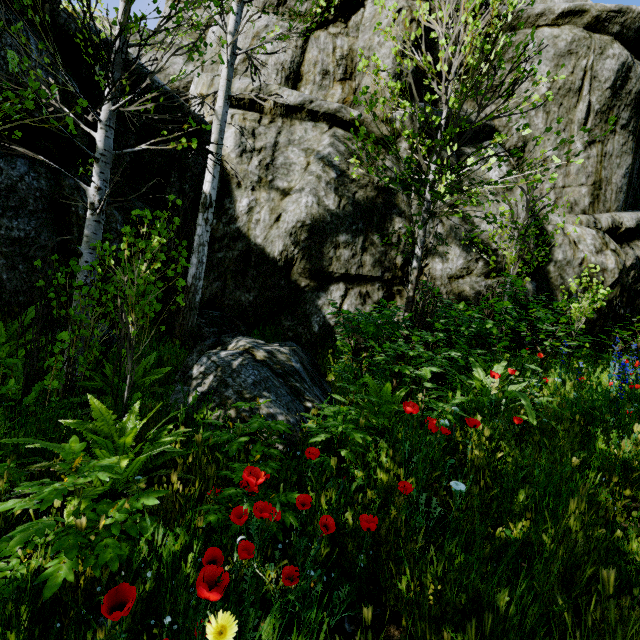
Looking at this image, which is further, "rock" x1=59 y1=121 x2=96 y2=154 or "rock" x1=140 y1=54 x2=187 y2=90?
"rock" x1=140 y1=54 x2=187 y2=90

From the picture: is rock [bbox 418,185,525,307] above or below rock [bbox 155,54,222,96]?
below

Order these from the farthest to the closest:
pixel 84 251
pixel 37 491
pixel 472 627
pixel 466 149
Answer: pixel 466 149 → pixel 84 251 → pixel 37 491 → pixel 472 627

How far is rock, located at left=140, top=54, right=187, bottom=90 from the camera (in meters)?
6.31

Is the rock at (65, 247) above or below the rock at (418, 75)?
below

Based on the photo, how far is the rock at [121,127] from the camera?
5.8 meters
